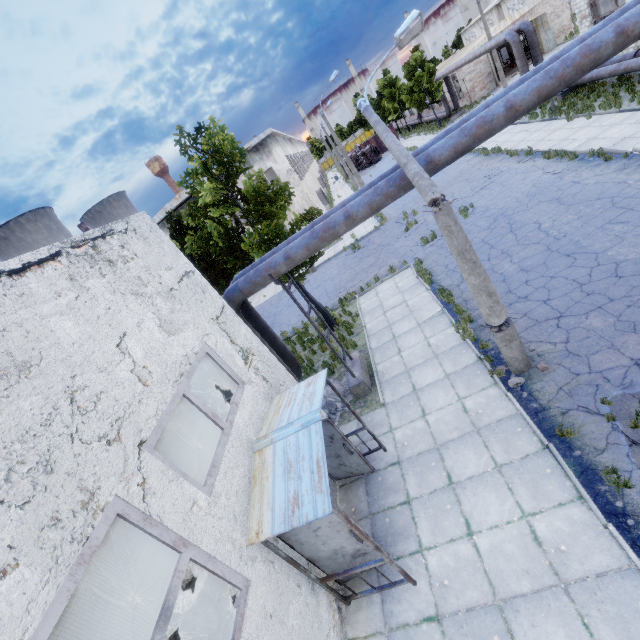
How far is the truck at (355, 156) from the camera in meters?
49.5 m

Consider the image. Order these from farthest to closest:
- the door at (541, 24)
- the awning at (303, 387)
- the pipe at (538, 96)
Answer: the door at (541, 24), the pipe at (538, 96), the awning at (303, 387)

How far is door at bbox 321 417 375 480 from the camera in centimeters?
741cm

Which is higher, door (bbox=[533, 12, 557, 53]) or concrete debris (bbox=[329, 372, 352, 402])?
door (bbox=[533, 12, 557, 53])

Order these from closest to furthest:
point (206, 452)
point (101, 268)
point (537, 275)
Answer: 1. point (101, 268)
2. point (537, 275)
3. point (206, 452)

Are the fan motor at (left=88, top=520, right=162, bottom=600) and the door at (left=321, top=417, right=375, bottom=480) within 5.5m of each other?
no

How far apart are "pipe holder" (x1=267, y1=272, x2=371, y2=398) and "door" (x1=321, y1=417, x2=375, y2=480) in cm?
270

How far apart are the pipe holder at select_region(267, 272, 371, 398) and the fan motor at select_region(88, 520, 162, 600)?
7.89m
